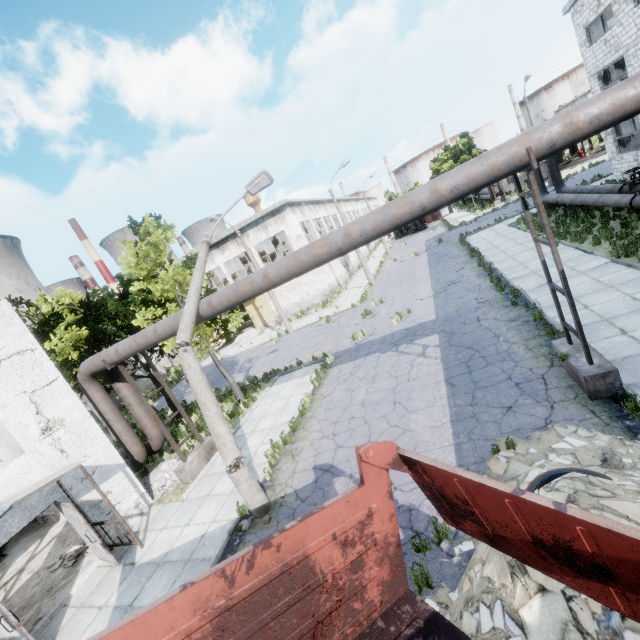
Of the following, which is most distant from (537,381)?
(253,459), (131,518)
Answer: (131,518)

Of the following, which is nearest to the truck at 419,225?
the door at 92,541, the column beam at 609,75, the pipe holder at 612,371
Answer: the column beam at 609,75

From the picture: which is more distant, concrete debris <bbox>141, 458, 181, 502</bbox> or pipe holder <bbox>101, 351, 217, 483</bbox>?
concrete debris <bbox>141, 458, 181, 502</bbox>

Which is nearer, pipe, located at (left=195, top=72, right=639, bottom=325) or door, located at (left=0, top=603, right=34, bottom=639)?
pipe, located at (left=195, top=72, right=639, bottom=325)

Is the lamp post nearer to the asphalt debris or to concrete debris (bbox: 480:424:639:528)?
the asphalt debris

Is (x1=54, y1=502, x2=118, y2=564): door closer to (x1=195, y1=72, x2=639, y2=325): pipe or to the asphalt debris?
(x1=195, y1=72, x2=639, y2=325): pipe

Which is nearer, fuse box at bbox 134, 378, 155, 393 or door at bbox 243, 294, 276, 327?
fuse box at bbox 134, 378, 155, 393

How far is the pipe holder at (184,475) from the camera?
10.8 meters
